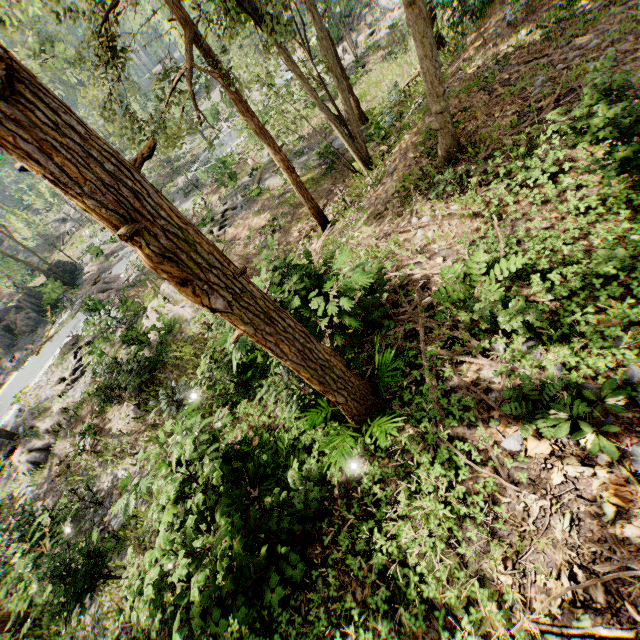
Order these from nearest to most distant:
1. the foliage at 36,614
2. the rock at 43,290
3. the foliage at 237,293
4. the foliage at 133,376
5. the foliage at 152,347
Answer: the foliage at 237,293 < the foliage at 36,614 < the foliage at 133,376 < the foliage at 152,347 < the rock at 43,290

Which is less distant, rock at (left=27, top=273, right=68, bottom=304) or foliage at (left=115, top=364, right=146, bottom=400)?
foliage at (left=115, top=364, right=146, bottom=400)

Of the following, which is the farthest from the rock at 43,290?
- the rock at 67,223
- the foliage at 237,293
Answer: the rock at 67,223

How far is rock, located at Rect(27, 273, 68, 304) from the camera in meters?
29.0

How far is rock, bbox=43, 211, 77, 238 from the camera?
49.2m

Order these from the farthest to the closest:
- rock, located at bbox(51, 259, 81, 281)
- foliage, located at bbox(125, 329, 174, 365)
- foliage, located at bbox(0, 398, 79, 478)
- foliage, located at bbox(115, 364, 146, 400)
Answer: rock, located at bbox(51, 259, 81, 281)
foliage, located at bbox(0, 398, 79, 478)
foliage, located at bbox(125, 329, 174, 365)
foliage, located at bbox(115, 364, 146, 400)

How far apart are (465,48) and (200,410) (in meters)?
15.89

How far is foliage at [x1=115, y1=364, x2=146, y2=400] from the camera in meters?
13.9
